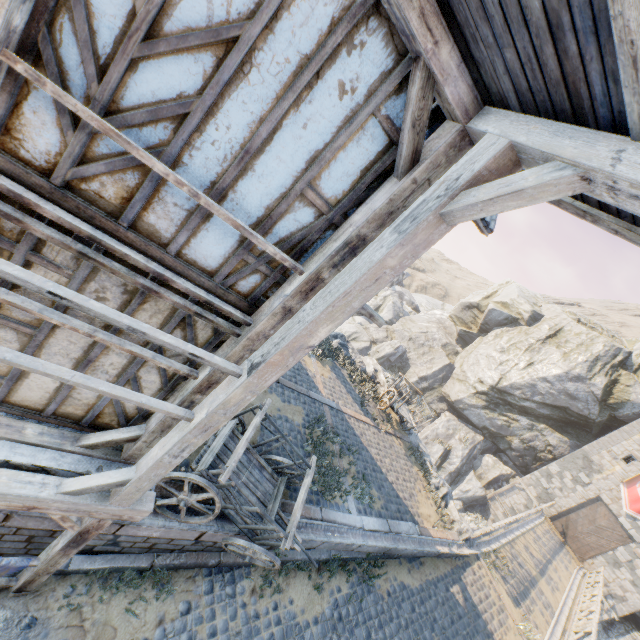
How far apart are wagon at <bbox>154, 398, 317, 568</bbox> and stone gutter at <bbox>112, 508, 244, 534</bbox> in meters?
0.0 m

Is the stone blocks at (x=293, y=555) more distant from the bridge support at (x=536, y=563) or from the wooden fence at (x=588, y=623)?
the wooden fence at (x=588, y=623)

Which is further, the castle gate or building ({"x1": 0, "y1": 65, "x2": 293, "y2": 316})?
the castle gate

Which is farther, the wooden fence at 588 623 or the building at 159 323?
the wooden fence at 588 623

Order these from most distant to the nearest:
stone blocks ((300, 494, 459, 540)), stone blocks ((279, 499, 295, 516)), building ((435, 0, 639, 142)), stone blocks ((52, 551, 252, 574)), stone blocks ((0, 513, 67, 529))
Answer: stone blocks ((300, 494, 459, 540)) < stone blocks ((279, 499, 295, 516)) < stone blocks ((52, 551, 252, 574)) < stone blocks ((0, 513, 67, 529)) < building ((435, 0, 639, 142))

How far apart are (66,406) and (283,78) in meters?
4.6 m

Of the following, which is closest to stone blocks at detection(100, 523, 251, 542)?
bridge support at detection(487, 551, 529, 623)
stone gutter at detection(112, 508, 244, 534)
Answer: bridge support at detection(487, 551, 529, 623)

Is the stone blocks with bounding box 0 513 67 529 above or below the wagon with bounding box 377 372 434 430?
below
